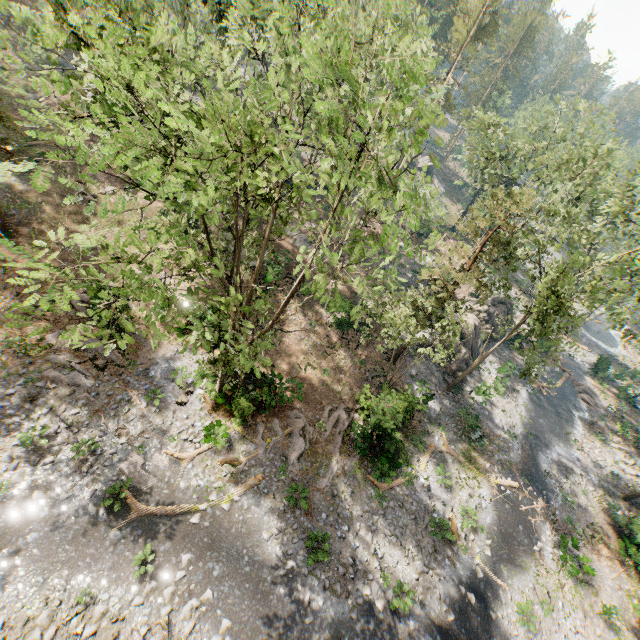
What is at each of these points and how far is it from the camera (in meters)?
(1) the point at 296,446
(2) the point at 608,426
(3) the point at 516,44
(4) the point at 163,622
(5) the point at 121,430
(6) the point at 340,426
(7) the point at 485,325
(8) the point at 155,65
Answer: (1) foliage, 19.27
(2) foliage, 32.84
(3) foliage, 59.72
(4) foliage, 12.47
(5) foliage, 16.48
(6) foliage, 21.27
(7) rock, 34.34
(8) foliage, 7.57

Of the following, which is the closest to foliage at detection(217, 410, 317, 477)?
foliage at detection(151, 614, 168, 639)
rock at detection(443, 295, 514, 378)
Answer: rock at detection(443, 295, 514, 378)

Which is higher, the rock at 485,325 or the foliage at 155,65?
the foliage at 155,65

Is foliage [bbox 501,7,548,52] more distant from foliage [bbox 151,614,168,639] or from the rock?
foliage [bbox 151,614,168,639]

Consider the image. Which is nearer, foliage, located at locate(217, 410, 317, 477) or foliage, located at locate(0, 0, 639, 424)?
foliage, located at locate(0, 0, 639, 424)

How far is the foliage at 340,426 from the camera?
19.0 meters

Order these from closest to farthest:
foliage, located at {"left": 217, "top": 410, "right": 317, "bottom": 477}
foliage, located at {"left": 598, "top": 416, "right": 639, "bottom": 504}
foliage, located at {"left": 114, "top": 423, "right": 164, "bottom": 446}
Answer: foliage, located at {"left": 114, "top": 423, "right": 164, "bottom": 446}
foliage, located at {"left": 217, "top": 410, "right": 317, "bottom": 477}
foliage, located at {"left": 598, "top": 416, "right": 639, "bottom": 504}
